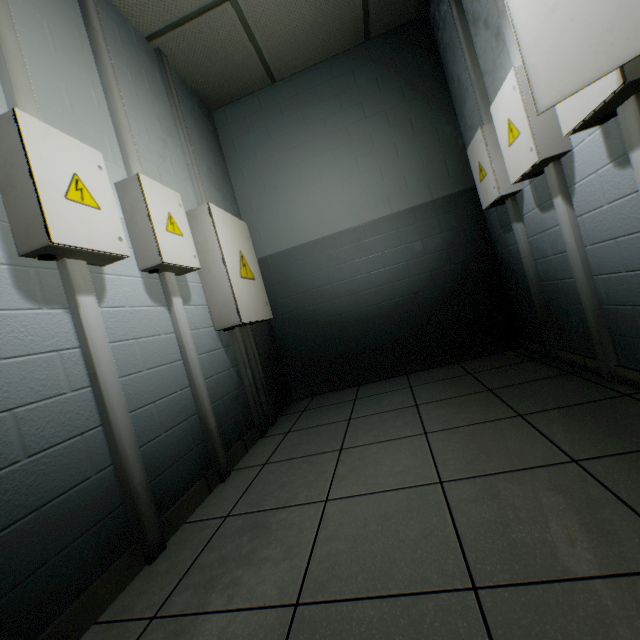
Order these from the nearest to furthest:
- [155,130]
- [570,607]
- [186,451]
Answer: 1. [570,607]
2. [186,451]
3. [155,130]

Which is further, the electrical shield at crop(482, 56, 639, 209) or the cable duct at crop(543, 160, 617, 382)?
the cable duct at crop(543, 160, 617, 382)

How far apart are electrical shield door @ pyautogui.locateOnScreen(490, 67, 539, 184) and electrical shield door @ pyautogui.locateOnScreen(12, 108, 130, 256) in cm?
211

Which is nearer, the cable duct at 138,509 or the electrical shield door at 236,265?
the cable duct at 138,509

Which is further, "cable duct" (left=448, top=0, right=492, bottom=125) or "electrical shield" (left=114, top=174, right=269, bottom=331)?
"cable duct" (left=448, top=0, right=492, bottom=125)

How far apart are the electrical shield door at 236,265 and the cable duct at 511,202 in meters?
2.1 m

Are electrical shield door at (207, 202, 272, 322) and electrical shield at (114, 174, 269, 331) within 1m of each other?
yes

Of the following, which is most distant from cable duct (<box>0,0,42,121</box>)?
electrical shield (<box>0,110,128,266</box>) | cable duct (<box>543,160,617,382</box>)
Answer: cable duct (<box>543,160,617,382</box>)
